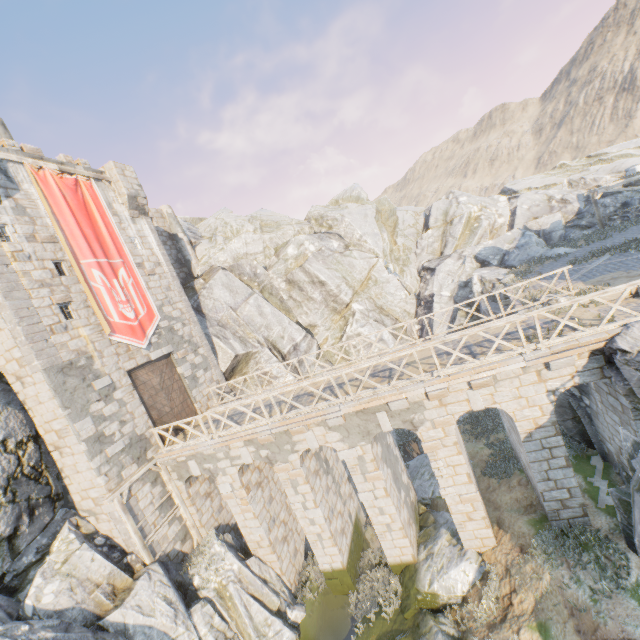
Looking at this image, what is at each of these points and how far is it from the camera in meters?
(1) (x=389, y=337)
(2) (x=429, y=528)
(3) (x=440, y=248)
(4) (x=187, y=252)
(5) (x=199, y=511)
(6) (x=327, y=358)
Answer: (1) rock, 26.5 m
(2) rock, 13.8 m
(3) rock, 28.8 m
(4) chimney, 25.7 m
(5) bridge support, 14.9 m
(6) rock, 26.7 m

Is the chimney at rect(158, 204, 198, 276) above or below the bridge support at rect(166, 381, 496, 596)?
above

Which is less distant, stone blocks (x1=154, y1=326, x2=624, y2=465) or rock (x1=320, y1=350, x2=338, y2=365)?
stone blocks (x1=154, y1=326, x2=624, y2=465)

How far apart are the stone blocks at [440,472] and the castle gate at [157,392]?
11.93m

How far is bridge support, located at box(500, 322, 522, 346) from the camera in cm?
1071

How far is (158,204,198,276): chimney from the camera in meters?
25.5

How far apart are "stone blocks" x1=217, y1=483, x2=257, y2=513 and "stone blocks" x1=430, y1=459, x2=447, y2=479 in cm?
776

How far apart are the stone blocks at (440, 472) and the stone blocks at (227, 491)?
7.8m
